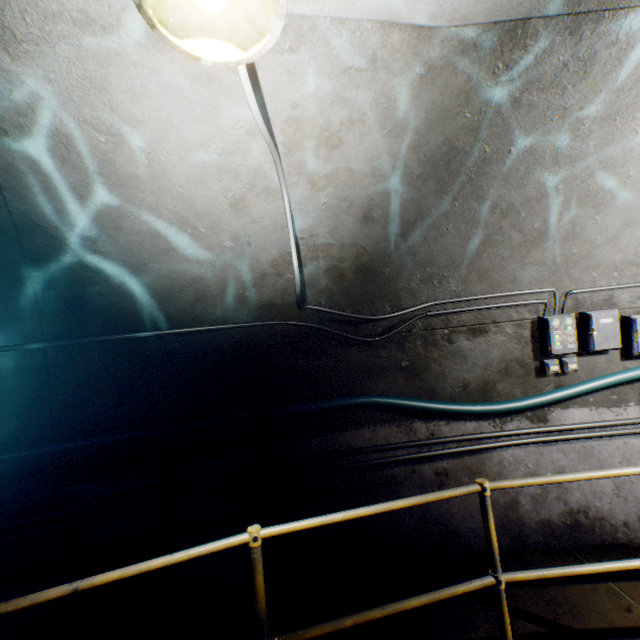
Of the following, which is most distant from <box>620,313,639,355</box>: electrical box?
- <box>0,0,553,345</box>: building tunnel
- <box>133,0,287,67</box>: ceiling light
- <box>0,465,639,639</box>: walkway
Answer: <box>133,0,287,67</box>: ceiling light

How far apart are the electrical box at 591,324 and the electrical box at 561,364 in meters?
0.1

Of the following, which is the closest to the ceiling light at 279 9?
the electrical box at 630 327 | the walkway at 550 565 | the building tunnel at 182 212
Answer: the building tunnel at 182 212

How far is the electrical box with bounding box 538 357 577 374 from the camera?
3.17m

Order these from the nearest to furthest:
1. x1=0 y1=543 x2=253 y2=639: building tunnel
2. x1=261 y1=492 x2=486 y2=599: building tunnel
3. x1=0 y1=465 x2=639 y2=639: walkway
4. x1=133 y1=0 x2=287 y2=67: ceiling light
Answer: x1=133 y1=0 x2=287 y2=67: ceiling light, x1=0 y1=465 x2=639 y2=639: walkway, x1=0 y1=543 x2=253 y2=639: building tunnel, x1=261 y1=492 x2=486 y2=599: building tunnel

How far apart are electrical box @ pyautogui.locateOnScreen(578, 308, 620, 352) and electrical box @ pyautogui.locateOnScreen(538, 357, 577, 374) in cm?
11

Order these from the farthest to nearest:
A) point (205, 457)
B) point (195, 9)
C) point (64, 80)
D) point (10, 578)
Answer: point (205, 457)
point (10, 578)
point (64, 80)
point (195, 9)
